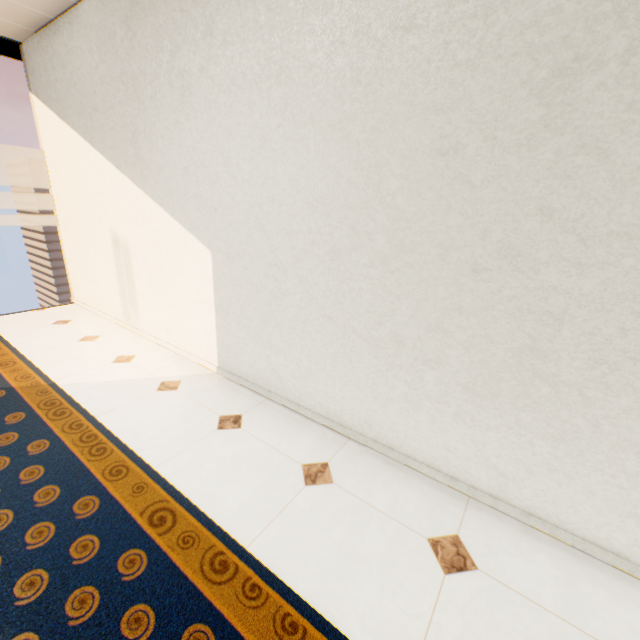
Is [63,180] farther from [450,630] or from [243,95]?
[450,630]
